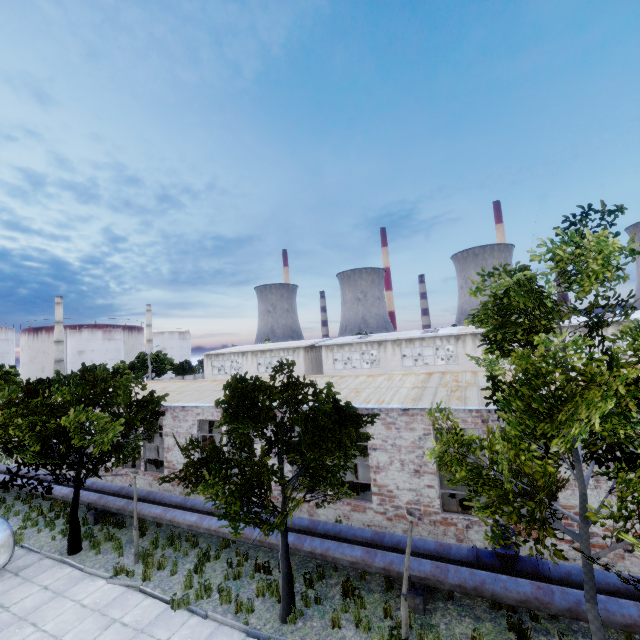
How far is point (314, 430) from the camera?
8.7 meters

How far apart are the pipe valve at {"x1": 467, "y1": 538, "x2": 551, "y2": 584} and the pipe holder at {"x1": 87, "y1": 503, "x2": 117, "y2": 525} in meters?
16.1 m

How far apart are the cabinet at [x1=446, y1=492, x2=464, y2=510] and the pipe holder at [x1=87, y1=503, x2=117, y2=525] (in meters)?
15.81

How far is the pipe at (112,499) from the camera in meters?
14.3

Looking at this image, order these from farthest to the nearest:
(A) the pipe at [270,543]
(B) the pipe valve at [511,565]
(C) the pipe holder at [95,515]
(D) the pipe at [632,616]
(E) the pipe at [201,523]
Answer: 1. (C) the pipe holder at [95,515]
2. (E) the pipe at [201,523]
3. (A) the pipe at [270,543]
4. (B) the pipe valve at [511,565]
5. (D) the pipe at [632,616]

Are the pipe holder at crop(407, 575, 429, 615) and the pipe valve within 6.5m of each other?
yes

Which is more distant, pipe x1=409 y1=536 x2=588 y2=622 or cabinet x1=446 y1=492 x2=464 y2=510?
cabinet x1=446 y1=492 x2=464 y2=510

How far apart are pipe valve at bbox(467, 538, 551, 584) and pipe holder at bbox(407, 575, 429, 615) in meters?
1.2
